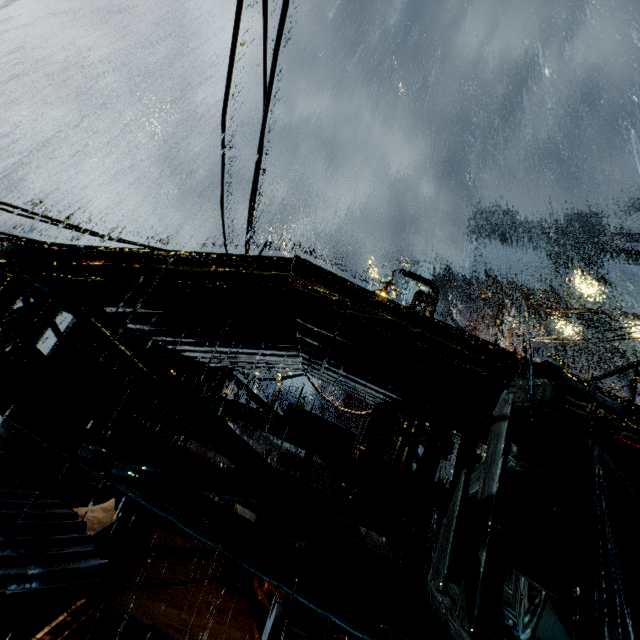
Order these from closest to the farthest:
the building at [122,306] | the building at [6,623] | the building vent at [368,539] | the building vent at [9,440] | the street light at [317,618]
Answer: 1. the building at [122,306]
2. the building at [6,623]
3. the building vent at [9,440]
4. the street light at [317,618]
5. the building vent at [368,539]

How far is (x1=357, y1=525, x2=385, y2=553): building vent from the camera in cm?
1877

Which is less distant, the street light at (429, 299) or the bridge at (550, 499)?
the bridge at (550, 499)

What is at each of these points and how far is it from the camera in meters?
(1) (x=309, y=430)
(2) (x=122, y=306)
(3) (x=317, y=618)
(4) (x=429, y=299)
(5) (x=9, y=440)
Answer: (1) sign, 11.5
(2) building, 5.0
(3) street light, 10.7
(4) street light, 14.3
(5) building vent, 9.1

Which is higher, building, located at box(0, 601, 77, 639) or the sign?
the sign

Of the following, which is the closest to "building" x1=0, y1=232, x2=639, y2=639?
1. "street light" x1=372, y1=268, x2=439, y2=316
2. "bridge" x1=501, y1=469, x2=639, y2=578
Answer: "bridge" x1=501, y1=469, x2=639, y2=578

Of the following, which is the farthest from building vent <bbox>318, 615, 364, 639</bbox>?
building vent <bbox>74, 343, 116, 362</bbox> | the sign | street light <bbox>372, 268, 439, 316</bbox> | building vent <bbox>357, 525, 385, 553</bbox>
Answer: building vent <bbox>74, 343, 116, 362</bbox>

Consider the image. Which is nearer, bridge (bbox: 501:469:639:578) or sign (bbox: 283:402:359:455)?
bridge (bbox: 501:469:639:578)
